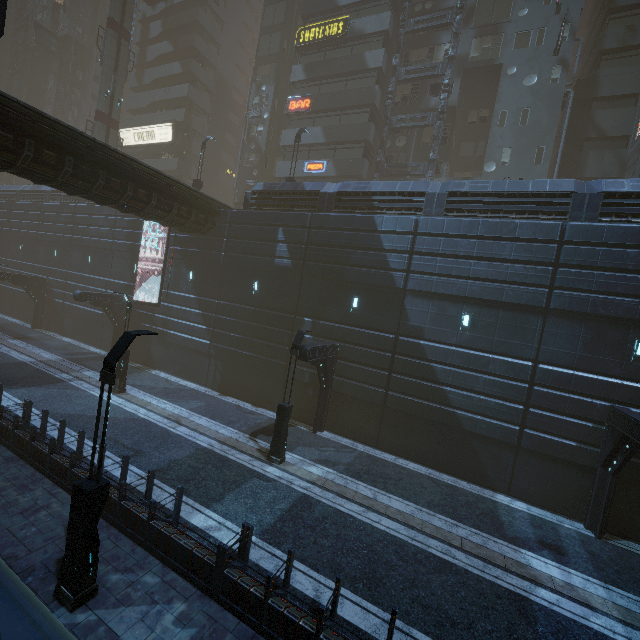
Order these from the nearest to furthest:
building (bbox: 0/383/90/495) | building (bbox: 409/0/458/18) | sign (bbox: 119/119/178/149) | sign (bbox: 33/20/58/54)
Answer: building (bbox: 0/383/90/495)
building (bbox: 409/0/458/18)
sign (bbox: 119/119/178/149)
sign (bbox: 33/20/58/54)

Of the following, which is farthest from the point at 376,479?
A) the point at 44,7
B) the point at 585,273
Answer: the point at 44,7

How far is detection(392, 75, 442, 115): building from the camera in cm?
2772

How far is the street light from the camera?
13.23m

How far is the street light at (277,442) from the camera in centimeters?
1323cm

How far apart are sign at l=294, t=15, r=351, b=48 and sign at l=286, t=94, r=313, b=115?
4.3m

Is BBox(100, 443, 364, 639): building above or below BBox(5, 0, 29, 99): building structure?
below

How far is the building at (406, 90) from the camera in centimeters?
2772cm
